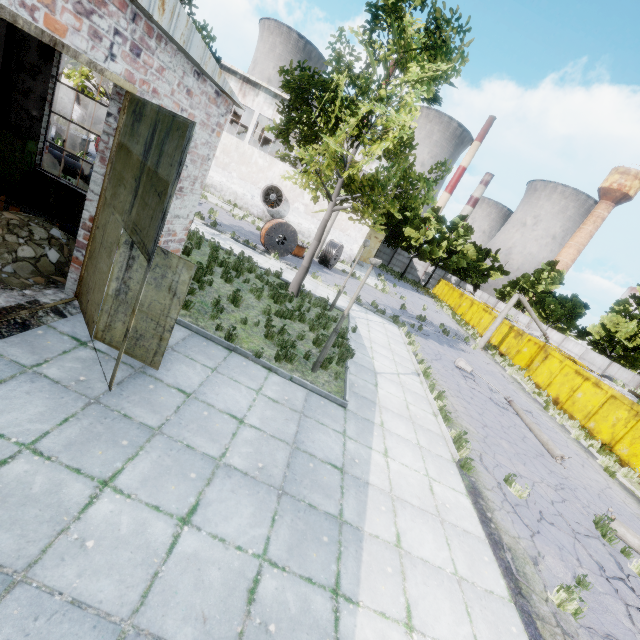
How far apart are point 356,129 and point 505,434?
11.5m

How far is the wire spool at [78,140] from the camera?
18.3 meters

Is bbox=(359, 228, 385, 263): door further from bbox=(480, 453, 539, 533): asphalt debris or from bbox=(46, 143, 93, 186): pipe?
bbox=(480, 453, 539, 533): asphalt debris

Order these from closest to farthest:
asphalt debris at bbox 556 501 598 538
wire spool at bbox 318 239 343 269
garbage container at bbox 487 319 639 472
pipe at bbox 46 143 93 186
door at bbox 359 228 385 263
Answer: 1. asphalt debris at bbox 556 501 598 538
2. pipe at bbox 46 143 93 186
3. garbage container at bbox 487 319 639 472
4. wire spool at bbox 318 239 343 269
5. door at bbox 359 228 385 263

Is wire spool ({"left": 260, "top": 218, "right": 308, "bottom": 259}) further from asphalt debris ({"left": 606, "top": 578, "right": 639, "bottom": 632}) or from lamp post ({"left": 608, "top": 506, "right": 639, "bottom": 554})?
lamp post ({"left": 608, "top": 506, "right": 639, "bottom": 554})

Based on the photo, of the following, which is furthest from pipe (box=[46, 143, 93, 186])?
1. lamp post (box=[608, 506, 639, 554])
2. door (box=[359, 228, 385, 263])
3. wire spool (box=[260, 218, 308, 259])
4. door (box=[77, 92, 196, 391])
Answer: door (box=[359, 228, 385, 263])

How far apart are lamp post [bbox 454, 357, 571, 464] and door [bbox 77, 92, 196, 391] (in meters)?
12.71

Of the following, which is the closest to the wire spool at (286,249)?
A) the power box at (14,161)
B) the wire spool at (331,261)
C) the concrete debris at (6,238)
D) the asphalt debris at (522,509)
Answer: the wire spool at (331,261)
